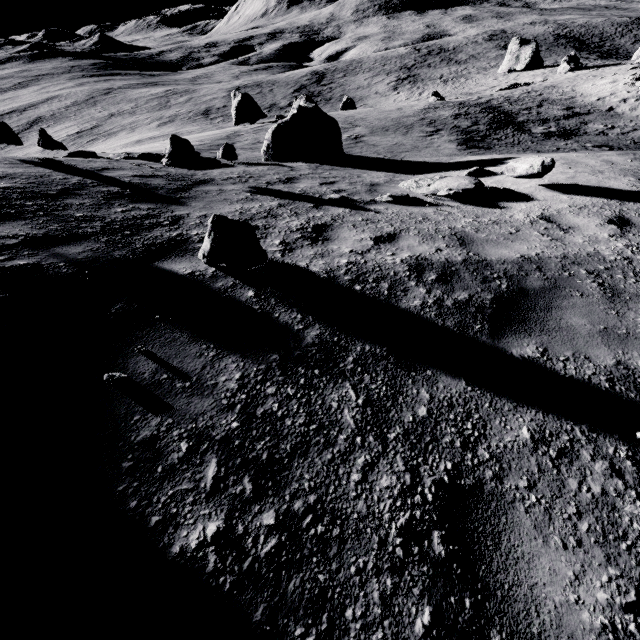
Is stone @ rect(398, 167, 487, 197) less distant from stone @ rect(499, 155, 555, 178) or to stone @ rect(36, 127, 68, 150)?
stone @ rect(499, 155, 555, 178)

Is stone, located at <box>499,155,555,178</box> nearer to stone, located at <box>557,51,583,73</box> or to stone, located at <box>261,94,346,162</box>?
stone, located at <box>261,94,346,162</box>

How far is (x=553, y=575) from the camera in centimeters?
169cm

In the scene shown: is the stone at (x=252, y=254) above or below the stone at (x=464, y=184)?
above

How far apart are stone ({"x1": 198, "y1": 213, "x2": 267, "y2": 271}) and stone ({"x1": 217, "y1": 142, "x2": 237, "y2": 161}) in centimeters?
853cm

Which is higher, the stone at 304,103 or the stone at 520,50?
the stone at 304,103

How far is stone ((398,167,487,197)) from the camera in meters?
6.9

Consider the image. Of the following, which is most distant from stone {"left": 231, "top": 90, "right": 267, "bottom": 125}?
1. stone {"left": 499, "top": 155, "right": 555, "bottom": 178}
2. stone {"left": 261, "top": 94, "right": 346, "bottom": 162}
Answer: stone {"left": 499, "top": 155, "right": 555, "bottom": 178}
